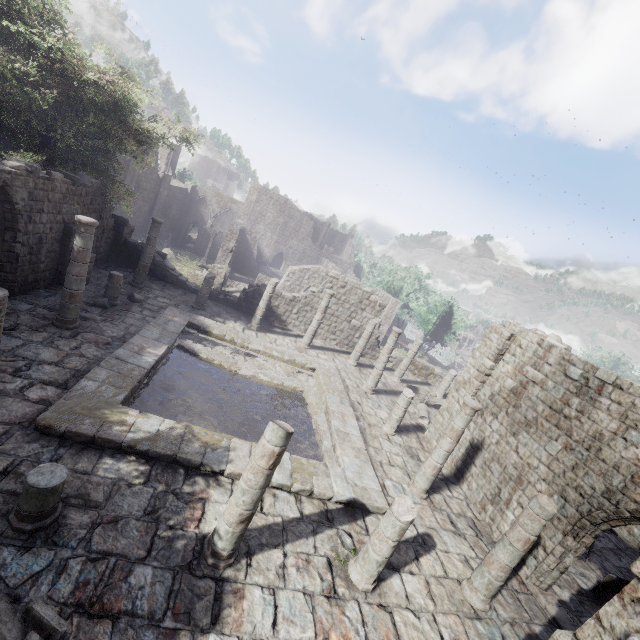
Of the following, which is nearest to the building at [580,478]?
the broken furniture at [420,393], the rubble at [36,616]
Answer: the rubble at [36,616]

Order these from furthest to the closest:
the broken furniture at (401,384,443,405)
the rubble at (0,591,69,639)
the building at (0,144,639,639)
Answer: the broken furniture at (401,384,443,405) → the building at (0,144,639,639) → the rubble at (0,591,69,639)

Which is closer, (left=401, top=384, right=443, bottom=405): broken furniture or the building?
the building

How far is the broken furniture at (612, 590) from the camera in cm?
1043

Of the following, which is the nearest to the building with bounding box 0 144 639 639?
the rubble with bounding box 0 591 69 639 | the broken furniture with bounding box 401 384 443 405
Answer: the rubble with bounding box 0 591 69 639

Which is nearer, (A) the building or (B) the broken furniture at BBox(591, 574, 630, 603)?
(A) the building

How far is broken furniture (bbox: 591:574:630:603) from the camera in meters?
10.4 m

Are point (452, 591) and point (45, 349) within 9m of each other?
no
